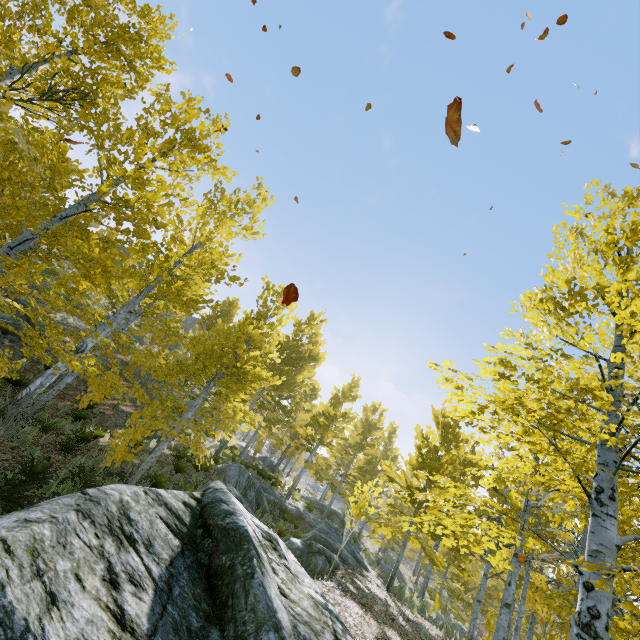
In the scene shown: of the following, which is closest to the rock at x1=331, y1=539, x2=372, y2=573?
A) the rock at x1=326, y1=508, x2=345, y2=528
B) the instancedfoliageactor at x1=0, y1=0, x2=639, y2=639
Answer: the instancedfoliageactor at x1=0, y1=0, x2=639, y2=639

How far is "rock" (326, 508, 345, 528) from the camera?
30.6 meters

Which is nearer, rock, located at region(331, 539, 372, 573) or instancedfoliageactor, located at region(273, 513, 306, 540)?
rock, located at region(331, 539, 372, 573)

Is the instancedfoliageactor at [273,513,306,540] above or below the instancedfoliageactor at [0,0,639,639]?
below

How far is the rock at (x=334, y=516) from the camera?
30.62m

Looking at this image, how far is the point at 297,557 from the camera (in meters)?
9.40

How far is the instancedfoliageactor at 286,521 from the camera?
14.6 meters
